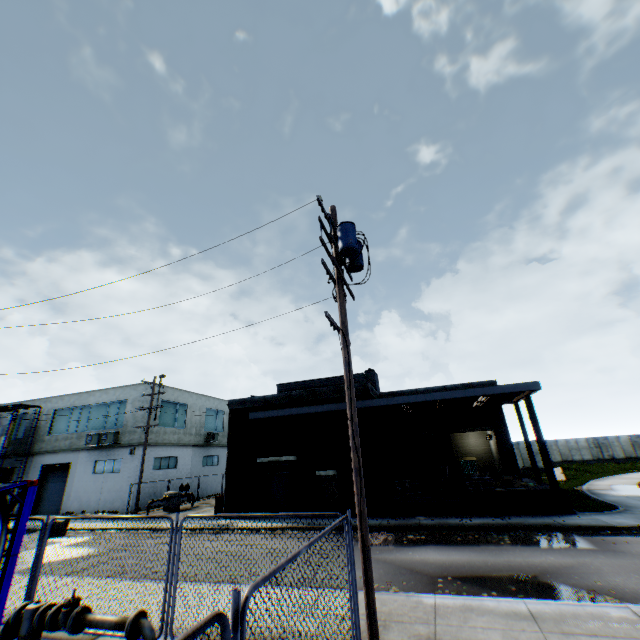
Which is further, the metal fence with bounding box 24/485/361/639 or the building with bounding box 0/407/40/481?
the building with bounding box 0/407/40/481

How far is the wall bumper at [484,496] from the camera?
15.3m

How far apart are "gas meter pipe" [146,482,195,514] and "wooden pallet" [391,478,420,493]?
17.19m

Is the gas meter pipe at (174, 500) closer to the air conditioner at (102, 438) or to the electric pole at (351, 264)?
the air conditioner at (102, 438)

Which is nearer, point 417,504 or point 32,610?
point 32,610

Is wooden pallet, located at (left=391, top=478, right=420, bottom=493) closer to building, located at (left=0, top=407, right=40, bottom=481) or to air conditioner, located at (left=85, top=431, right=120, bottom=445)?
building, located at (left=0, top=407, right=40, bottom=481)

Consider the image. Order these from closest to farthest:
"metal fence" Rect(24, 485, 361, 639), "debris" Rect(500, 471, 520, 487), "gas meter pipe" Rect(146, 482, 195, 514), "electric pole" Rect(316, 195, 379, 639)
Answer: "metal fence" Rect(24, 485, 361, 639) < "electric pole" Rect(316, 195, 379, 639) < "debris" Rect(500, 471, 520, 487) < "gas meter pipe" Rect(146, 482, 195, 514)

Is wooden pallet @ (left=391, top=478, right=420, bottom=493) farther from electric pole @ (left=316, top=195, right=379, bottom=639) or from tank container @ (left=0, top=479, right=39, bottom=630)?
tank container @ (left=0, top=479, right=39, bottom=630)
